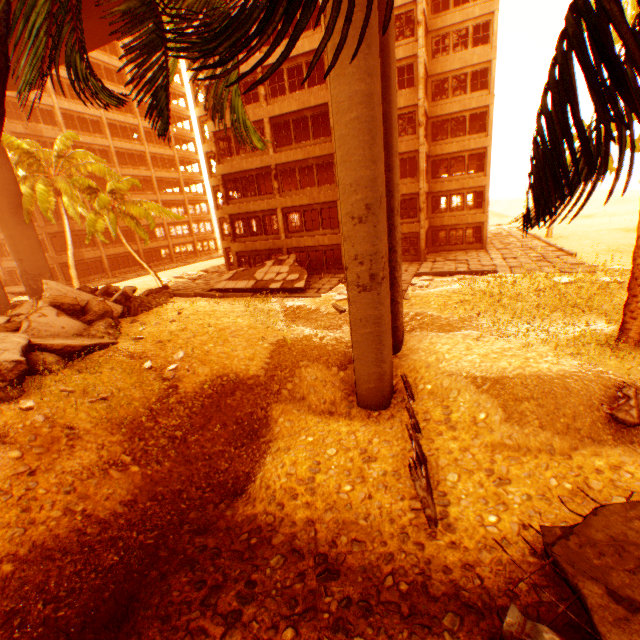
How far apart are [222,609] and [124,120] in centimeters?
4980cm

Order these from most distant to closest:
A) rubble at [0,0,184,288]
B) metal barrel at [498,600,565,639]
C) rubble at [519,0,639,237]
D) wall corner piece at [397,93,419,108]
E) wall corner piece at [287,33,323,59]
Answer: wall corner piece at [397,93,419,108] < wall corner piece at [287,33,323,59] < metal barrel at [498,600,565,639] < rubble at [0,0,184,288] < rubble at [519,0,639,237]

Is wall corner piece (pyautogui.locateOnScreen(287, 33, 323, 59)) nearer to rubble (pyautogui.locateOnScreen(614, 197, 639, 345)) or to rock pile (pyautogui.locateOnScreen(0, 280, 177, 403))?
rubble (pyautogui.locateOnScreen(614, 197, 639, 345))

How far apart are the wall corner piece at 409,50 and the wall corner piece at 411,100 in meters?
2.1

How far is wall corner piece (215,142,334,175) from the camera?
21.9m

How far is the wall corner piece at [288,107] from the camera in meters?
20.8

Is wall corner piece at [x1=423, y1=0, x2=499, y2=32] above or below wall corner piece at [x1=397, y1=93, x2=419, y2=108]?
above

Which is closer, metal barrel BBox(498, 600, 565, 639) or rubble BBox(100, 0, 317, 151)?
rubble BBox(100, 0, 317, 151)
